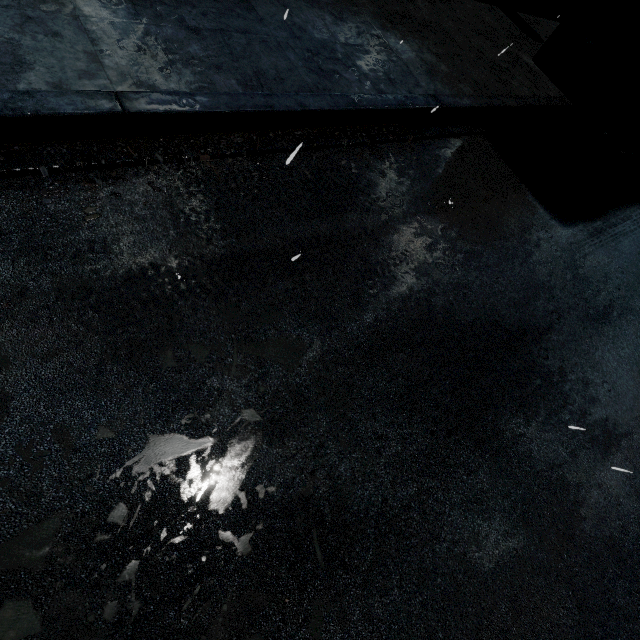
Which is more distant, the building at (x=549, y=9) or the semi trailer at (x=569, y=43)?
the building at (x=549, y=9)

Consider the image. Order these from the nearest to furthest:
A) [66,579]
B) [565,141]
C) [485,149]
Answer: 1. [66,579]
2. [485,149]
3. [565,141]

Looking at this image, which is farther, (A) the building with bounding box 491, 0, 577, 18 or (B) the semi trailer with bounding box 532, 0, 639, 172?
(A) the building with bounding box 491, 0, 577, 18

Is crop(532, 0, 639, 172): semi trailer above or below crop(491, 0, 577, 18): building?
above

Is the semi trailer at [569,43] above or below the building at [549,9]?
above
